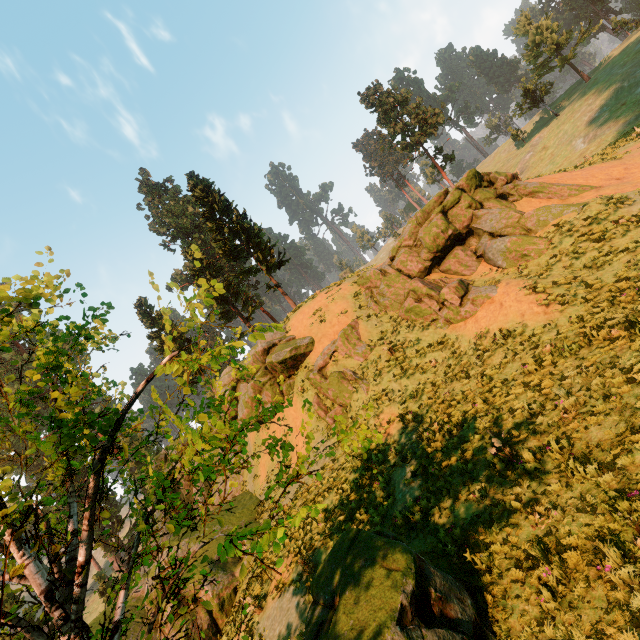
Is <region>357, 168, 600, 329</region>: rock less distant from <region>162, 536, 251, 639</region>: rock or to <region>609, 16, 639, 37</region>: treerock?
<region>162, 536, 251, 639</region>: rock

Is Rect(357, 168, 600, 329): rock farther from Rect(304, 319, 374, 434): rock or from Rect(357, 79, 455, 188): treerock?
Rect(357, 79, 455, 188): treerock

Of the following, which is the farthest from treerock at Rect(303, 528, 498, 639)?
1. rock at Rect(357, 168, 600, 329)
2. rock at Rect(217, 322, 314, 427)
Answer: rock at Rect(357, 168, 600, 329)

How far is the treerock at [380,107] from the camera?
42.77m

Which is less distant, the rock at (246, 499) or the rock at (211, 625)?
the rock at (211, 625)

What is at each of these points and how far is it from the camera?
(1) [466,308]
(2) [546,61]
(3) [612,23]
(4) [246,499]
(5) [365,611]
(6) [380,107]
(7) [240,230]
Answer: (1) rock, 15.0 meters
(2) treerock, 46.8 meters
(3) treerock, 47.6 meters
(4) rock, 21.0 meters
(5) treerock, 5.5 meters
(6) treerock, 44.8 meters
(7) treerock, 27.6 meters

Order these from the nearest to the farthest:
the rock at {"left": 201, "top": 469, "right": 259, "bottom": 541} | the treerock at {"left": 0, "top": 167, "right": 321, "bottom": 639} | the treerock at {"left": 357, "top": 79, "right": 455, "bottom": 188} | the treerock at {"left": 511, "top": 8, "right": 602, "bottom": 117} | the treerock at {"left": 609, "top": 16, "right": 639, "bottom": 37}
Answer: the treerock at {"left": 0, "top": 167, "right": 321, "bottom": 639} < the rock at {"left": 201, "top": 469, "right": 259, "bottom": 541} < the treerock at {"left": 357, "top": 79, "right": 455, "bottom": 188} < the treerock at {"left": 511, "top": 8, "right": 602, "bottom": 117} < the treerock at {"left": 609, "top": 16, "right": 639, "bottom": 37}

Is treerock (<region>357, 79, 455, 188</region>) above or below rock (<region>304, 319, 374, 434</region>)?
above
